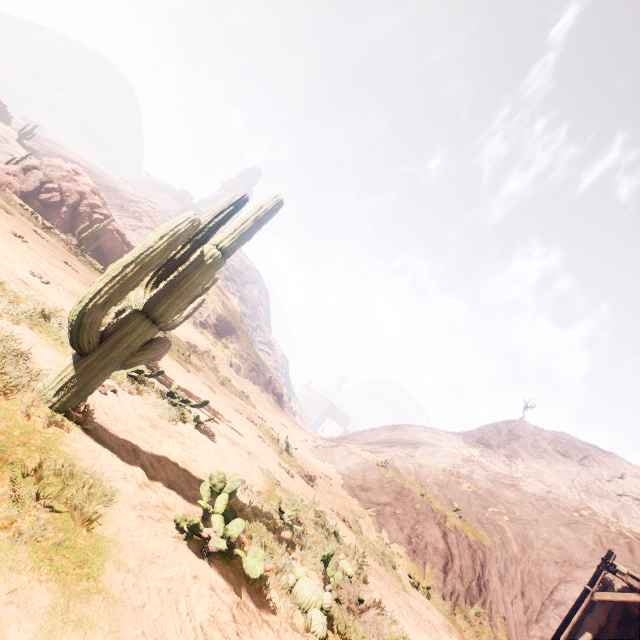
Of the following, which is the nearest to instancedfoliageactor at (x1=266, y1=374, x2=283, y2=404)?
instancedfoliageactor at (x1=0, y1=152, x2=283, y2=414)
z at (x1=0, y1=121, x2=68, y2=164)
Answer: z at (x1=0, y1=121, x2=68, y2=164)

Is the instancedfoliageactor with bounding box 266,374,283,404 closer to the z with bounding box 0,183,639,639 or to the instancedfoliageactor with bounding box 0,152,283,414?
the z with bounding box 0,183,639,639

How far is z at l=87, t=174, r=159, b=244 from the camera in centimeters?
4876cm

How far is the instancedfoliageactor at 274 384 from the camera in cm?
4994

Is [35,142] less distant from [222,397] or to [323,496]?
[222,397]

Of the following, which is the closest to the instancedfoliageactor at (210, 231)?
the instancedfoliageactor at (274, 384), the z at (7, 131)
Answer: the z at (7, 131)

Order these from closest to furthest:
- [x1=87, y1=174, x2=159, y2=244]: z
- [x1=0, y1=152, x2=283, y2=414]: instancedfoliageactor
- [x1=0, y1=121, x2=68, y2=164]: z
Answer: [x1=0, y1=152, x2=283, y2=414]: instancedfoliageactor < [x1=0, y1=121, x2=68, y2=164]: z < [x1=87, y1=174, x2=159, y2=244]: z

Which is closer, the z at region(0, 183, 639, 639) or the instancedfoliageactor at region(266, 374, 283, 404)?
the z at region(0, 183, 639, 639)
